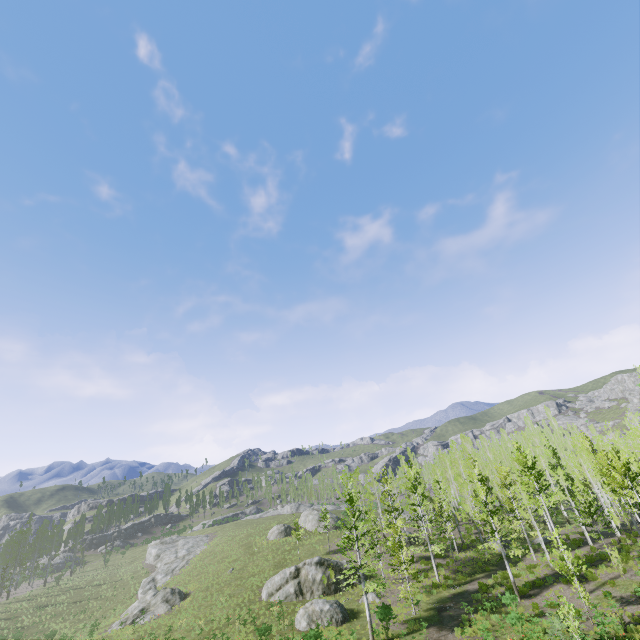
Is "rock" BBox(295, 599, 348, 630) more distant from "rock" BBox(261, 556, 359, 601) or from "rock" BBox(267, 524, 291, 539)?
"rock" BBox(267, 524, 291, 539)

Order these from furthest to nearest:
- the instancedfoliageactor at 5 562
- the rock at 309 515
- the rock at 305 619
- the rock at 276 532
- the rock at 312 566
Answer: the rock at 309 515
the rock at 276 532
the instancedfoliageactor at 5 562
the rock at 312 566
the rock at 305 619

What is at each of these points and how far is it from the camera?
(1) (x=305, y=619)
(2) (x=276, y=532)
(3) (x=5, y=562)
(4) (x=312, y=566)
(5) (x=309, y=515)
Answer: (1) rock, 26.02m
(2) rock, 50.06m
(3) instancedfoliageactor, 58.31m
(4) rock, 32.62m
(5) rock, 54.38m

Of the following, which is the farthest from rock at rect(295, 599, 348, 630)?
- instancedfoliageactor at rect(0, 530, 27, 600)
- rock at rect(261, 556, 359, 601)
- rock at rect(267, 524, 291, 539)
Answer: rock at rect(267, 524, 291, 539)

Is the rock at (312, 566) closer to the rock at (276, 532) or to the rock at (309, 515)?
the rock at (309, 515)

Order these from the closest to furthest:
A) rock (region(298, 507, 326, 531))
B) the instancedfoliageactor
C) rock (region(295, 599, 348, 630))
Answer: rock (region(295, 599, 348, 630)) < the instancedfoliageactor < rock (region(298, 507, 326, 531))

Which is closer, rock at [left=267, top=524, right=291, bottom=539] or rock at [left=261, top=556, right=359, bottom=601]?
rock at [left=261, top=556, right=359, bottom=601]
